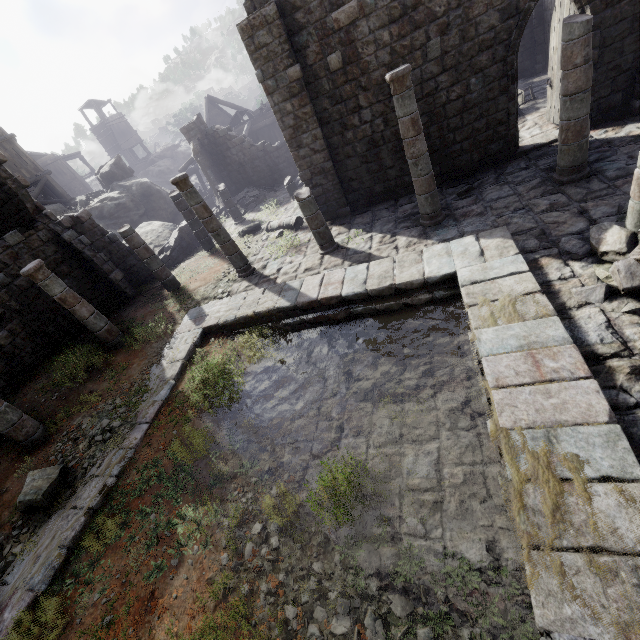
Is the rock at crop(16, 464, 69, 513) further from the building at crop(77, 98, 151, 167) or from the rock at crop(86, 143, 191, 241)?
the rock at crop(86, 143, 191, 241)

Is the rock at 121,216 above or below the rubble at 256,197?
above

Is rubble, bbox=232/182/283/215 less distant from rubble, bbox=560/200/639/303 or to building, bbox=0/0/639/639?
building, bbox=0/0/639/639

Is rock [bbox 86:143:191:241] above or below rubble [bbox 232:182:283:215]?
above

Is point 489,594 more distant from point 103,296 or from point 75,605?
point 103,296

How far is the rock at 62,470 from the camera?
6.6m

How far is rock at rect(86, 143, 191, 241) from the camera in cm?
2319

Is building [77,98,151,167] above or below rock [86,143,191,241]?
above
